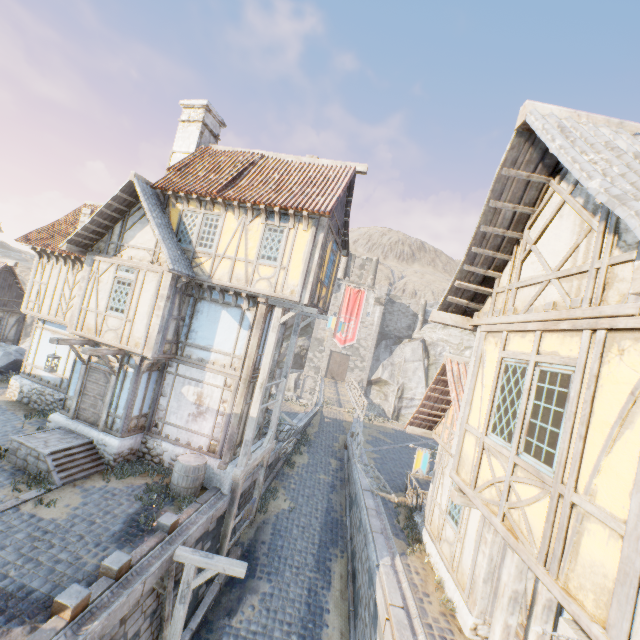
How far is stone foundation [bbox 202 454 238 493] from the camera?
11.0m

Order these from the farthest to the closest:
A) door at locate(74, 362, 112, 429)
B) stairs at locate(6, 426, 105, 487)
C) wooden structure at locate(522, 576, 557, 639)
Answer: door at locate(74, 362, 112, 429), stairs at locate(6, 426, 105, 487), wooden structure at locate(522, 576, 557, 639)

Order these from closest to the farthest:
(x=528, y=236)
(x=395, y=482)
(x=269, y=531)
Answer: (x=528, y=236) < (x=269, y=531) < (x=395, y=482)

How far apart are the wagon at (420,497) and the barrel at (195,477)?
7.9 meters

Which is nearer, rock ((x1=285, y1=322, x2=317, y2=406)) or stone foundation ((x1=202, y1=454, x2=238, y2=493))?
stone foundation ((x1=202, y1=454, x2=238, y2=493))

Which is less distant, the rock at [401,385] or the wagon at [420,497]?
the wagon at [420,497]

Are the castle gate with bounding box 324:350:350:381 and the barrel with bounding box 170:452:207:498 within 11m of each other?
no

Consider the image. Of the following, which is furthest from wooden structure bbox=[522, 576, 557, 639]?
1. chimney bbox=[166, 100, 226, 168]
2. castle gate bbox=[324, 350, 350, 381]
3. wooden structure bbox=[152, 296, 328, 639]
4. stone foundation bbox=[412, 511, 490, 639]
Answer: castle gate bbox=[324, 350, 350, 381]
